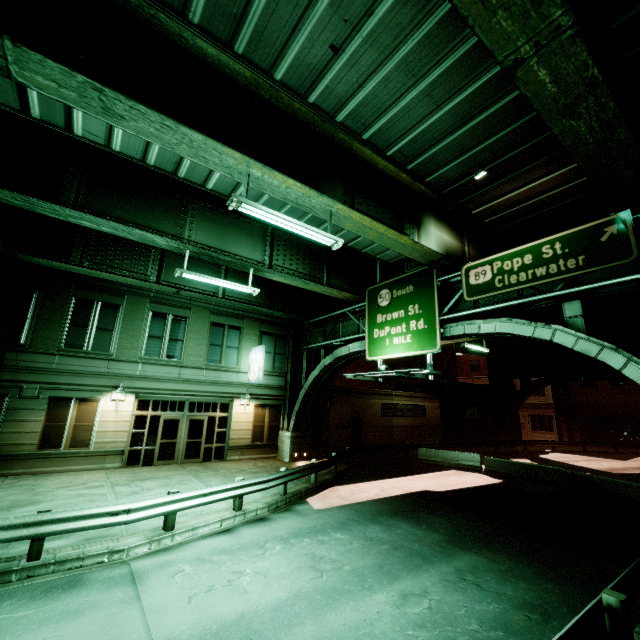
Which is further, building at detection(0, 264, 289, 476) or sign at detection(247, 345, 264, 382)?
sign at detection(247, 345, 264, 382)

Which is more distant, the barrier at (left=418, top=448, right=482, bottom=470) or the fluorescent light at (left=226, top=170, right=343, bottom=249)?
the barrier at (left=418, top=448, right=482, bottom=470)

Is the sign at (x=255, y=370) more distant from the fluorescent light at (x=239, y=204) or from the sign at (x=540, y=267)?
the fluorescent light at (x=239, y=204)

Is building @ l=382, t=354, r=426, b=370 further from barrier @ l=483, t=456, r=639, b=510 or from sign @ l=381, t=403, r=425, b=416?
barrier @ l=483, t=456, r=639, b=510

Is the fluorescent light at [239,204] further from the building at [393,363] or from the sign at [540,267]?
the building at [393,363]

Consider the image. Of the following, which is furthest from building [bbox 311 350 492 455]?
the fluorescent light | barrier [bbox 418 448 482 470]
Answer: the fluorescent light

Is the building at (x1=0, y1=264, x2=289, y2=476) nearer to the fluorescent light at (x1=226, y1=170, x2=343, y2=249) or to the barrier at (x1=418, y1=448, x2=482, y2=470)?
the barrier at (x1=418, y1=448, x2=482, y2=470)

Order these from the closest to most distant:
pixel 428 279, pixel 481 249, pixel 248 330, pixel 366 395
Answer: pixel 428 279 → pixel 481 249 → pixel 248 330 → pixel 366 395
